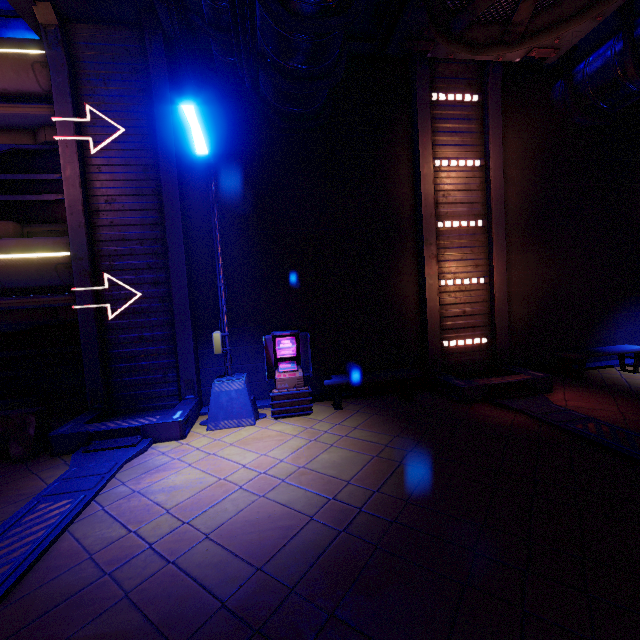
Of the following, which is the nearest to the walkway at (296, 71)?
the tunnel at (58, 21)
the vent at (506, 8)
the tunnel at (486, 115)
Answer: the tunnel at (58, 21)

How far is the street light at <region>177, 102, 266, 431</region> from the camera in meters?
6.0 m

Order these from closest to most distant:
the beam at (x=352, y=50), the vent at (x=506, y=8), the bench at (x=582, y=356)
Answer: the vent at (x=506, y=8), the beam at (x=352, y=50), the bench at (x=582, y=356)

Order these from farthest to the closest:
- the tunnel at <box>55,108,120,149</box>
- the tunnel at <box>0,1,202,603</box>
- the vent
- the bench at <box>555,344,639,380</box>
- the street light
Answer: the bench at <box>555,344,639,380</box> < the tunnel at <box>55,108,120,149</box> < the vent < the street light < the tunnel at <box>0,1,202,603</box>

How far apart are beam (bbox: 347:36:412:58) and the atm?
7.35m

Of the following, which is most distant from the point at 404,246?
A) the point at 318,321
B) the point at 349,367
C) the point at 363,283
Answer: the point at 349,367

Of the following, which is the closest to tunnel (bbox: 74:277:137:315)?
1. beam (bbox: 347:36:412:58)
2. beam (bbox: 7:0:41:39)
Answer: beam (bbox: 7:0:41:39)

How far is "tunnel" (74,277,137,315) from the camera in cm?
750
